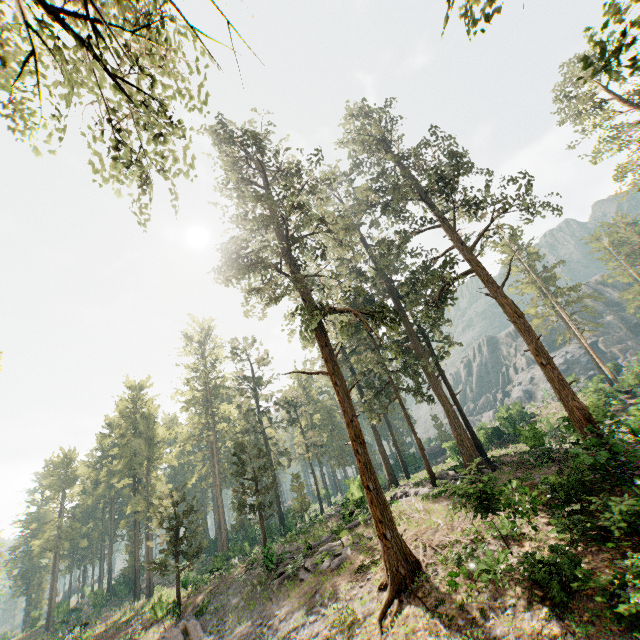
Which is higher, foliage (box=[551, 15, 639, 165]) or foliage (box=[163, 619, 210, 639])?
foliage (box=[551, 15, 639, 165])

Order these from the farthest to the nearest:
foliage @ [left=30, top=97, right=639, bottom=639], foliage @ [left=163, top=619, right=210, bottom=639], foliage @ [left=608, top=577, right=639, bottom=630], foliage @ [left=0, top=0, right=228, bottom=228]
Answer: foliage @ [left=163, top=619, right=210, bottom=639] < foliage @ [left=30, top=97, right=639, bottom=639] < foliage @ [left=608, top=577, right=639, bottom=630] < foliage @ [left=0, top=0, right=228, bottom=228]

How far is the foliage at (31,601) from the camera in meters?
51.8 m

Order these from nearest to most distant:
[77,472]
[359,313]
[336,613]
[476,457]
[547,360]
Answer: [336,613]
[359,313]
[547,360]
[476,457]
[77,472]

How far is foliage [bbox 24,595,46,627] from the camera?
51.84m

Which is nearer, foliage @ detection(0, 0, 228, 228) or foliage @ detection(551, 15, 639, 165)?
foliage @ detection(0, 0, 228, 228)

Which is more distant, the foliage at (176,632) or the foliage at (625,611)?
the foliage at (176,632)
